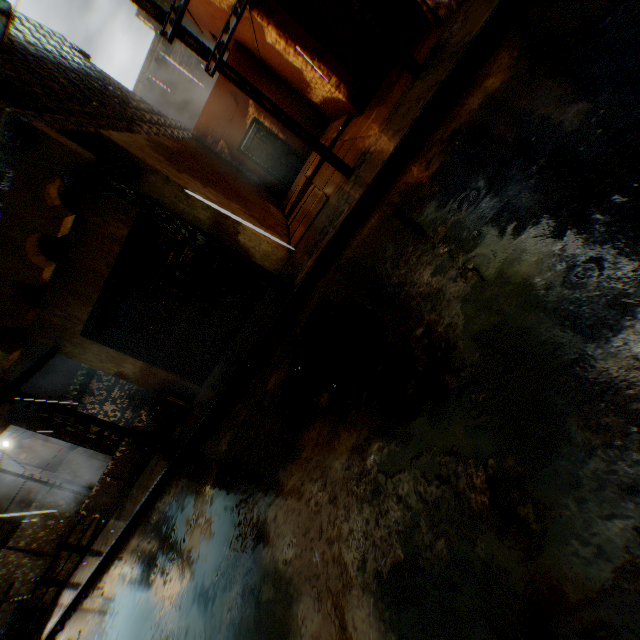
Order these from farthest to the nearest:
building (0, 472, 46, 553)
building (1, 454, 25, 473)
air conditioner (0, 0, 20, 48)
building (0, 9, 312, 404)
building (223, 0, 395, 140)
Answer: building (1, 454, 25, 473) → building (0, 472, 46, 553) → building (223, 0, 395, 140) → air conditioner (0, 0, 20, 48) → building (0, 9, 312, 404)

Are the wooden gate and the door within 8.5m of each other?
yes

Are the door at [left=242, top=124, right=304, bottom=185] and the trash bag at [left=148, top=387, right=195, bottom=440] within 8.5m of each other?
no

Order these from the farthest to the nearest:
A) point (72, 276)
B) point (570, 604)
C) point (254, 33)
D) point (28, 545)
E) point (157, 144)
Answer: point (28, 545)
point (254, 33)
point (157, 144)
point (72, 276)
point (570, 604)

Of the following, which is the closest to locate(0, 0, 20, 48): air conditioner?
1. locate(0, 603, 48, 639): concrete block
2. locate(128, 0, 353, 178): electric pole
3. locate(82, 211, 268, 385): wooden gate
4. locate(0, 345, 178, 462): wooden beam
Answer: locate(128, 0, 353, 178): electric pole

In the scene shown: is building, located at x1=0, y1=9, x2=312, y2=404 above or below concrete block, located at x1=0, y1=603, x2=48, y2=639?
above

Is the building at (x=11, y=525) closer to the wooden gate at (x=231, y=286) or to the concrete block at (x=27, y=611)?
the wooden gate at (x=231, y=286)

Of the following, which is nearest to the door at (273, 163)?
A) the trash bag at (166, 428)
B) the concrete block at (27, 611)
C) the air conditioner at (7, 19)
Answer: the air conditioner at (7, 19)
